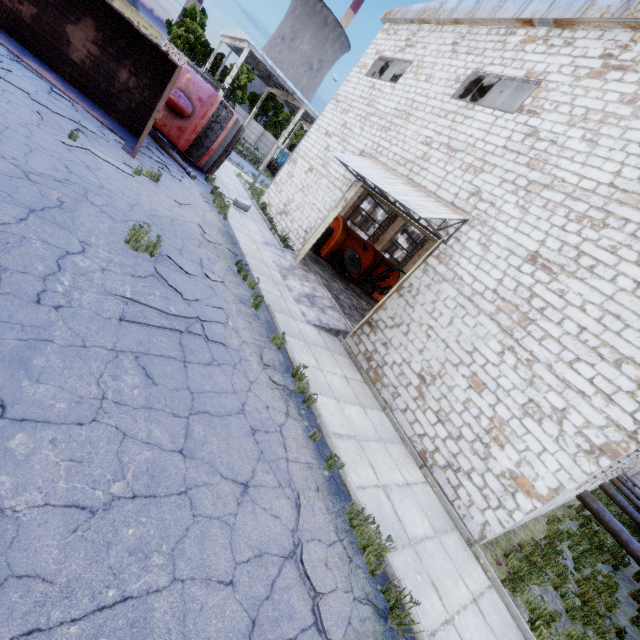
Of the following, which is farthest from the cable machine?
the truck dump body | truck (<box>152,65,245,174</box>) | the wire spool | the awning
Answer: the truck dump body

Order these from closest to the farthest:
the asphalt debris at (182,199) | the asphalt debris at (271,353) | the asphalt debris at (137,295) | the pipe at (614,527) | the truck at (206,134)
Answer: the asphalt debris at (137,295)
the asphalt debris at (271,353)
the asphalt debris at (182,199)
the pipe at (614,527)
the truck at (206,134)

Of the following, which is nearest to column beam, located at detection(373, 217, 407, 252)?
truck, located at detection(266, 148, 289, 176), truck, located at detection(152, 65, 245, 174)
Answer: truck, located at detection(152, 65, 245, 174)

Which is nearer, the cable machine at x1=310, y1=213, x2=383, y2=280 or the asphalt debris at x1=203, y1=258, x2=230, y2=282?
the asphalt debris at x1=203, y1=258, x2=230, y2=282

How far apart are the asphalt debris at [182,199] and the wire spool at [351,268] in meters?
8.3 m

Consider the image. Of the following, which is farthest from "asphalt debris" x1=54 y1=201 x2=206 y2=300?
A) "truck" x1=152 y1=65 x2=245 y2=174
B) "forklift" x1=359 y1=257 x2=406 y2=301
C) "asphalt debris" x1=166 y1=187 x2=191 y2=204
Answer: "forklift" x1=359 y1=257 x2=406 y2=301

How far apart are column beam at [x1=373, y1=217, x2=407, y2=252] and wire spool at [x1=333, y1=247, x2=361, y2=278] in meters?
6.3 m

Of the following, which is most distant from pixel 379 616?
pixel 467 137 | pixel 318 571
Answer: pixel 467 137
